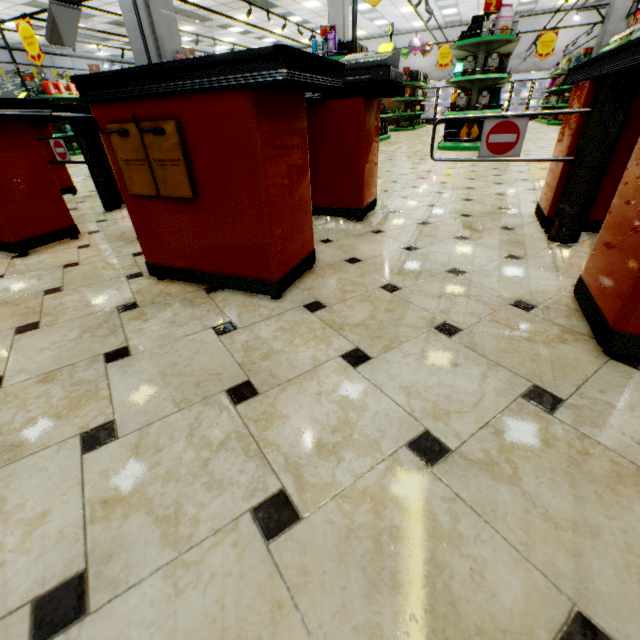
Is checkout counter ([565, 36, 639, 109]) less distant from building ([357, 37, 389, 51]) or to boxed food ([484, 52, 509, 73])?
building ([357, 37, 389, 51])

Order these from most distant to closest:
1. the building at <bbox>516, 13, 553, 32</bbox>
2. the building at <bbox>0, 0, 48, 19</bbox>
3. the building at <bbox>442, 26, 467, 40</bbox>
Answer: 1. the building at <bbox>442, 26, 467, 40</bbox>
2. the building at <bbox>516, 13, 553, 32</bbox>
3. the building at <bbox>0, 0, 48, 19</bbox>

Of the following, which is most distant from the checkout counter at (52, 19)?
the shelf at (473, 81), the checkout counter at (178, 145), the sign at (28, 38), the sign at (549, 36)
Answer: the sign at (549, 36)

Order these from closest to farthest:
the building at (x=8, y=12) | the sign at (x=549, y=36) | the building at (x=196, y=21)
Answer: the building at (x=196, y=21), the sign at (x=549, y=36), the building at (x=8, y=12)

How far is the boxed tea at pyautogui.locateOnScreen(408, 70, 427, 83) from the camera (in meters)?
14.76

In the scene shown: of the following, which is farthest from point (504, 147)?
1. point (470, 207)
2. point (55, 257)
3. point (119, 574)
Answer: point (55, 257)

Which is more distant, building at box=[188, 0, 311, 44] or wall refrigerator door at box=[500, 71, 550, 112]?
wall refrigerator door at box=[500, 71, 550, 112]

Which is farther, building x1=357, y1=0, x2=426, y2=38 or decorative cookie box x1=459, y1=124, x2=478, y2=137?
building x1=357, y1=0, x2=426, y2=38
